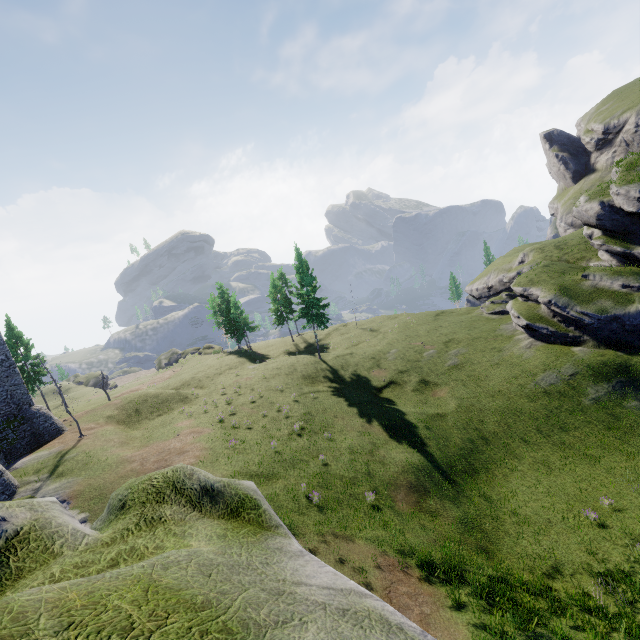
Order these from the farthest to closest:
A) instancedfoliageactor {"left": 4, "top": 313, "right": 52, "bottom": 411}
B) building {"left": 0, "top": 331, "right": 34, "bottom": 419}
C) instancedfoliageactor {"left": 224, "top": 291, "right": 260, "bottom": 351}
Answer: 1. instancedfoliageactor {"left": 224, "top": 291, "right": 260, "bottom": 351}
2. instancedfoliageactor {"left": 4, "top": 313, "right": 52, "bottom": 411}
3. building {"left": 0, "top": 331, "right": 34, "bottom": 419}

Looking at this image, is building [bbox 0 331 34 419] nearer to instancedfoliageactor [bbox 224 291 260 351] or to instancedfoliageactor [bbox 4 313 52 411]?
instancedfoliageactor [bbox 4 313 52 411]

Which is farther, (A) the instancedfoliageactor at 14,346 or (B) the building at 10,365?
(A) the instancedfoliageactor at 14,346

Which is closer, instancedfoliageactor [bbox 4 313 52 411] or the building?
the building

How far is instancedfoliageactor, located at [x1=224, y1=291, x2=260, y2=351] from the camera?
55.7m

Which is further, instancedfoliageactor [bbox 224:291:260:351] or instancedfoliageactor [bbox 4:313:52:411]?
instancedfoliageactor [bbox 224:291:260:351]

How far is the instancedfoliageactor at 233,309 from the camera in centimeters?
5566cm

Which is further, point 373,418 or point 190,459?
point 373,418
